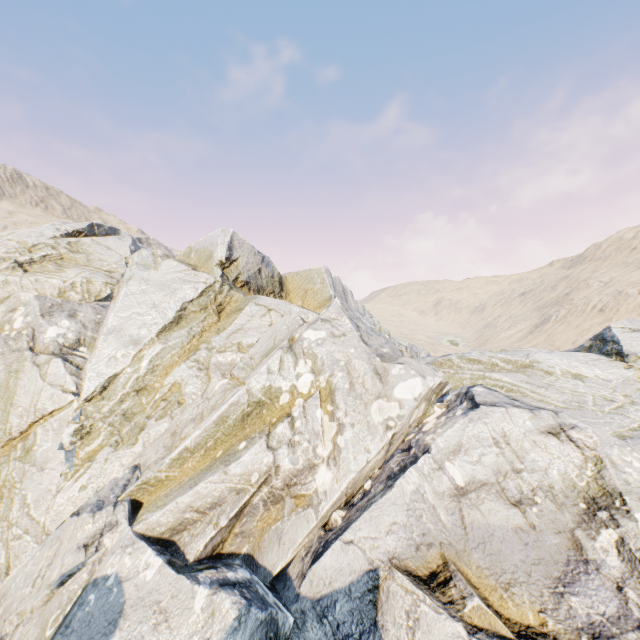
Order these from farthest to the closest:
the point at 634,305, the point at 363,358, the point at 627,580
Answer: the point at 634,305
the point at 363,358
the point at 627,580
